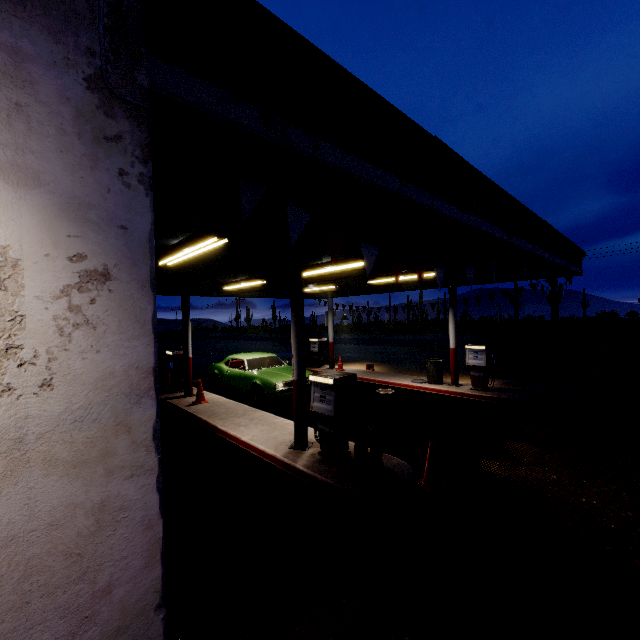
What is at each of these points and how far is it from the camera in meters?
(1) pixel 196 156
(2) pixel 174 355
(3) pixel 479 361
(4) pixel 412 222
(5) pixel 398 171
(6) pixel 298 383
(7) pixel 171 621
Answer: (1) flag, 2.2
(2) gas pump, 11.6
(3) gas pump, 10.7
(4) beam, 4.6
(5) roof trim, 3.3
(6) metal pillar, 6.4
(7) tire, 2.6

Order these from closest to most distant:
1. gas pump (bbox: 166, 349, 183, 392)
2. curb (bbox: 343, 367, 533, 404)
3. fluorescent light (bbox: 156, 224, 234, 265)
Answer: fluorescent light (bbox: 156, 224, 234, 265), curb (bbox: 343, 367, 533, 404), gas pump (bbox: 166, 349, 183, 392)

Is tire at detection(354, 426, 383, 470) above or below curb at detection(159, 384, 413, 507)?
above

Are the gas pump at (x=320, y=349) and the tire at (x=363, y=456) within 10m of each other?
no

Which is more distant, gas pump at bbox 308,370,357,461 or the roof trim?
gas pump at bbox 308,370,357,461

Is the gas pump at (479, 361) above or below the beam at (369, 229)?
below

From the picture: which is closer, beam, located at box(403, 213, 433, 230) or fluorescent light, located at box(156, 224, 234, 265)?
beam, located at box(403, 213, 433, 230)

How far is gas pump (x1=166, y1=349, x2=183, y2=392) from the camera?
11.6m
